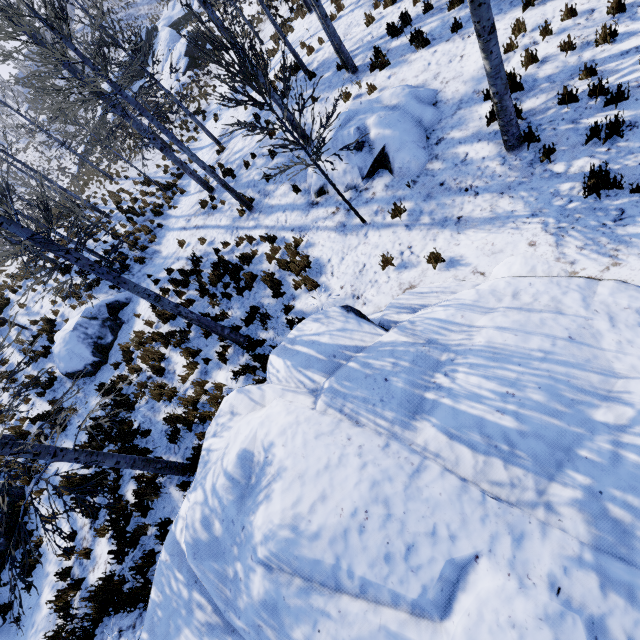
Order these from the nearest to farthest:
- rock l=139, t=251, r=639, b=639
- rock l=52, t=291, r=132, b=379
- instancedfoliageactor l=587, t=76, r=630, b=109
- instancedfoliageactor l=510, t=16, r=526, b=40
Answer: rock l=139, t=251, r=639, b=639 < instancedfoliageactor l=587, t=76, r=630, b=109 < instancedfoliageactor l=510, t=16, r=526, b=40 < rock l=52, t=291, r=132, b=379

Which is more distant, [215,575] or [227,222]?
[227,222]

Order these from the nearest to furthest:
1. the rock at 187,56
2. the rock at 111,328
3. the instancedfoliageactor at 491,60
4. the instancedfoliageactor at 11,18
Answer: the instancedfoliageactor at 491,60
the instancedfoliageactor at 11,18
the rock at 111,328
the rock at 187,56

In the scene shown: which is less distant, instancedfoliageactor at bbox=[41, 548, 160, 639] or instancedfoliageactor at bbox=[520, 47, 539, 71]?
instancedfoliageactor at bbox=[41, 548, 160, 639]

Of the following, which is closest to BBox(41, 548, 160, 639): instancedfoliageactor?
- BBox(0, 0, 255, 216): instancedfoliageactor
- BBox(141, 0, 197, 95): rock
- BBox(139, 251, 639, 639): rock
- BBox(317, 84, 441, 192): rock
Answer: BBox(139, 251, 639, 639): rock

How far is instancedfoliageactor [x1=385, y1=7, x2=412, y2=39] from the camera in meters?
9.0

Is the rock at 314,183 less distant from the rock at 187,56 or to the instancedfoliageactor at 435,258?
the instancedfoliageactor at 435,258
